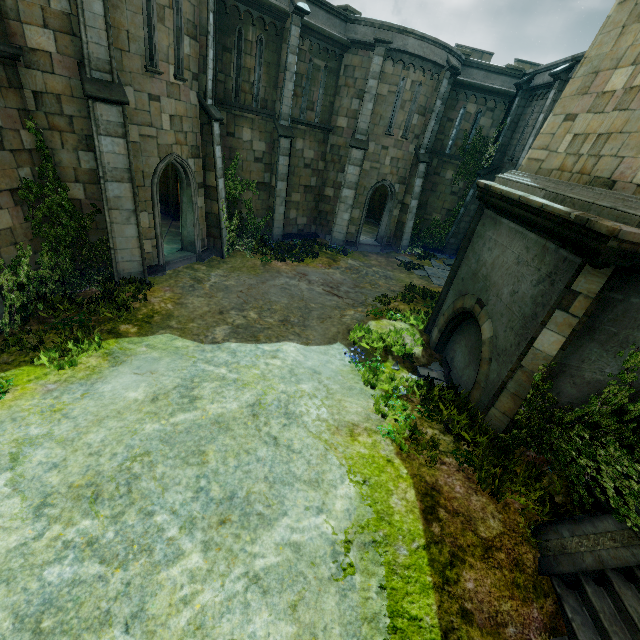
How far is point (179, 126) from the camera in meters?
10.9 m

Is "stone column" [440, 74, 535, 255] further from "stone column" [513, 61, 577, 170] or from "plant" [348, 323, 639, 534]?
"plant" [348, 323, 639, 534]

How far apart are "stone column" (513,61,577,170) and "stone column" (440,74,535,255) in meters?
2.5 m

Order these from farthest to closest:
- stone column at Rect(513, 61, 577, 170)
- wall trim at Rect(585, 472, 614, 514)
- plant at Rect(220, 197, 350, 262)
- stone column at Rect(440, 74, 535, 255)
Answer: stone column at Rect(440, 74, 535, 255) < plant at Rect(220, 197, 350, 262) < stone column at Rect(513, 61, 577, 170) < wall trim at Rect(585, 472, 614, 514)

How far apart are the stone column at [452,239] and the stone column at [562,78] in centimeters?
253cm

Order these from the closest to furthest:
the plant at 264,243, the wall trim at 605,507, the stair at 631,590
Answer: the stair at 631,590 < the wall trim at 605,507 < the plant at 264,243

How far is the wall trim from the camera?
5.4 meters

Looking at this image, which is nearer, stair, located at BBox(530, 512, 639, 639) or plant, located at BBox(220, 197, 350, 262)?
stair, located at BBox(530, 512, 639, 639)
